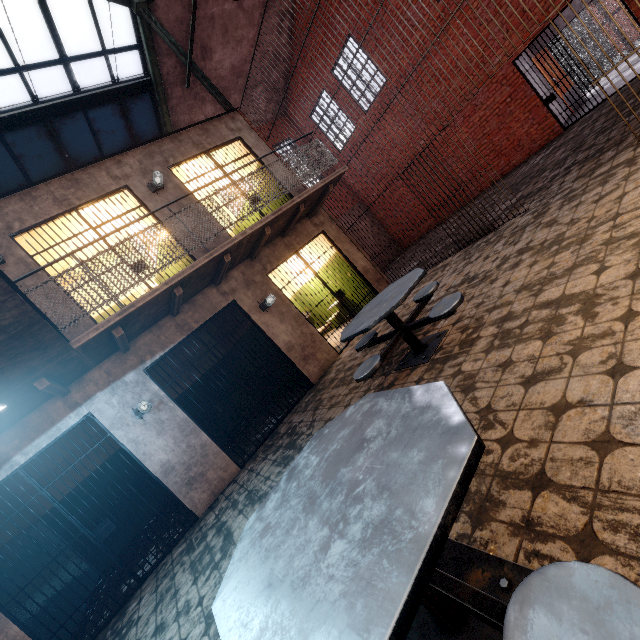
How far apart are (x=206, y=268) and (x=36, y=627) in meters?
5.6

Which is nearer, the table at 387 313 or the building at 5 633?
the table at 387 313

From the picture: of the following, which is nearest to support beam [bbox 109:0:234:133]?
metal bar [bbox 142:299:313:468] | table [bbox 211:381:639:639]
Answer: metal bar [bbox 142:299:313:468]

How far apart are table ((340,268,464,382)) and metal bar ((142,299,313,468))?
2.2m

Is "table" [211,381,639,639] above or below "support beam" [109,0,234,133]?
below

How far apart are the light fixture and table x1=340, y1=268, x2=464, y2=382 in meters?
3.3 m

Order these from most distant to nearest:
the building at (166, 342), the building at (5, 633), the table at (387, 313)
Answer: the building at (166, 342) → the building at (5, 633) → the table at (387, 313)

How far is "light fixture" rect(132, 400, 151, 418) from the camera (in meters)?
5.10
